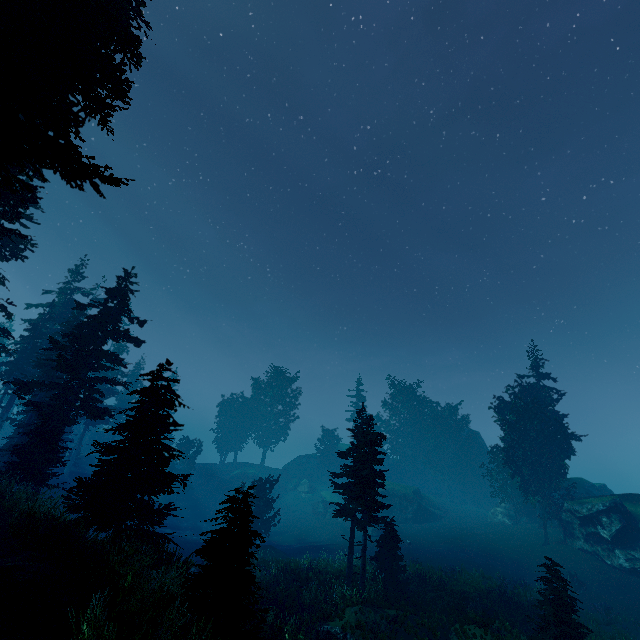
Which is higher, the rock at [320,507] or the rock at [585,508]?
the rock at [585,508]

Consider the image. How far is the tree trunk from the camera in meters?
24.4 m

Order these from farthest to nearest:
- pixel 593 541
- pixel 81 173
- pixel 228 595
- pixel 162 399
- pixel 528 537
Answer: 1. pixel 528 537
2. pixel 593 541
3. pixel 162 399
4. pixel 81 173
5. pixel 228 595

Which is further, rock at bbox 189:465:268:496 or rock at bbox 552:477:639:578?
rock at bbox 189:465:268:496

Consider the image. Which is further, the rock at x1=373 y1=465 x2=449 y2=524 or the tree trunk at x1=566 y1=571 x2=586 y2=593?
the rock at x1=373 y1=465 x2=449 y2=524

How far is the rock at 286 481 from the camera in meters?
53.9

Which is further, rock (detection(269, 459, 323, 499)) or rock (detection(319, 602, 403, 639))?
rock (detection(269, 459, 323, 499))

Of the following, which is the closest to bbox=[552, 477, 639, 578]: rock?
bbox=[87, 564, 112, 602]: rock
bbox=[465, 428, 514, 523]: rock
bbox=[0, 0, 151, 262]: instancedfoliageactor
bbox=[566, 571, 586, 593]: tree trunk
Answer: bbox=[0, 0, 151, 262]: instancedfoliageactor
